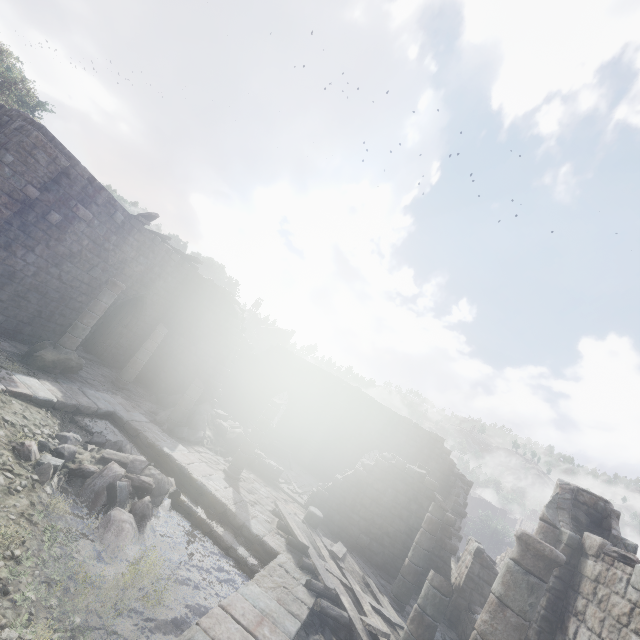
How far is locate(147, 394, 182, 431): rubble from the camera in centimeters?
1323cm

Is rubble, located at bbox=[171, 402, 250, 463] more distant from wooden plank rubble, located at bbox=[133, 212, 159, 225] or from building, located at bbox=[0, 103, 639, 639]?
wooden plank rubble, located at bbox=[133, 212, 159, 225]

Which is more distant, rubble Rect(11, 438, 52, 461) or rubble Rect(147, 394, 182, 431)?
rubble Rect(147, 394, 182, 431)

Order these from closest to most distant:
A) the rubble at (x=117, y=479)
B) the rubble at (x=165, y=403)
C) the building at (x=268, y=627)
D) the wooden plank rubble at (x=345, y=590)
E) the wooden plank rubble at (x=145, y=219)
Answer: the building at (x=268, y=627)
the rubble at (x=117, y=479)
the wooden plank rubble at (x=345, y=590)
the rubble at (x=165, y=403)
the wooden plank rubble at (x=145, y=219)

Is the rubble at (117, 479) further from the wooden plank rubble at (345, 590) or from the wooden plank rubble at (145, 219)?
the wooden plank rubble at (145, 219)

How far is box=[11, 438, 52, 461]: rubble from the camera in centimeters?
636cm

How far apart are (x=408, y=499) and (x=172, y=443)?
9.6m

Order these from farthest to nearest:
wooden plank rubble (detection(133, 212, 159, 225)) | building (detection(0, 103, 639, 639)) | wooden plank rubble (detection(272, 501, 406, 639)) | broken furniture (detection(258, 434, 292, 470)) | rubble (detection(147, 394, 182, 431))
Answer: broken furniture (detection(258, 434, 292, 470)) → wooden plank rubble (detection(133, 212, 159, 225)) → rubble (detection(147, 394, 182, 431)) → wooden plank rubble (detection(272, 501, 406, 639)) → building (detection(0, 103, 639, 639))
